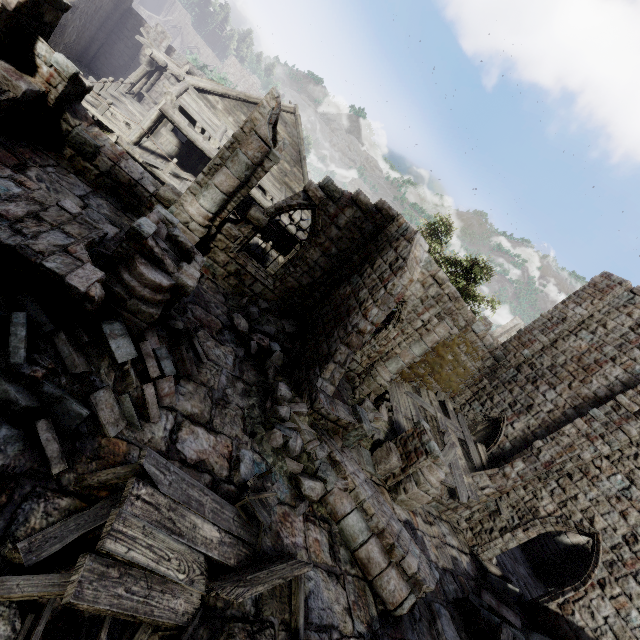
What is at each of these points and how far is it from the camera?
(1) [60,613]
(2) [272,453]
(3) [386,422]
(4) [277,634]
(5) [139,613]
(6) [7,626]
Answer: (1) building, 3.2m
(2) rubble, 7.3m
(3) rubble, 12.8m
(4) building, 4.8m
(5) broken furniture, 3.3m
(6) building, 2.9m

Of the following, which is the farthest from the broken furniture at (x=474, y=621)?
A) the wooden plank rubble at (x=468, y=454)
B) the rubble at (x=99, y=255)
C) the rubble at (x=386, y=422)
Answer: the rubble at (x=99, y=255)

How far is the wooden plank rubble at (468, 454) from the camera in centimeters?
1251cm

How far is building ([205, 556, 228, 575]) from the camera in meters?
4.6

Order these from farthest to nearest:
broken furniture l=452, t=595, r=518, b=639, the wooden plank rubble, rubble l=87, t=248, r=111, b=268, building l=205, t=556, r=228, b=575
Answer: the wooden plank rubble < broken furniture l=452, t=595, r=518, b=639 < rubble l=87, t=248, r=111, b=268 < building l=205, t=556, r=228, b=575

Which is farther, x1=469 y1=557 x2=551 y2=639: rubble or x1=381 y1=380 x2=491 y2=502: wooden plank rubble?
x1=381 y1=380 x2=491 y2=502: wooden plank rubble

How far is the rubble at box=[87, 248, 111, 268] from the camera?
6.2 meters

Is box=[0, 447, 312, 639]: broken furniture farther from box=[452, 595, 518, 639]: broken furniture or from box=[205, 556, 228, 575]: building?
box=[452, 595, 518, 639]: broken furniture
